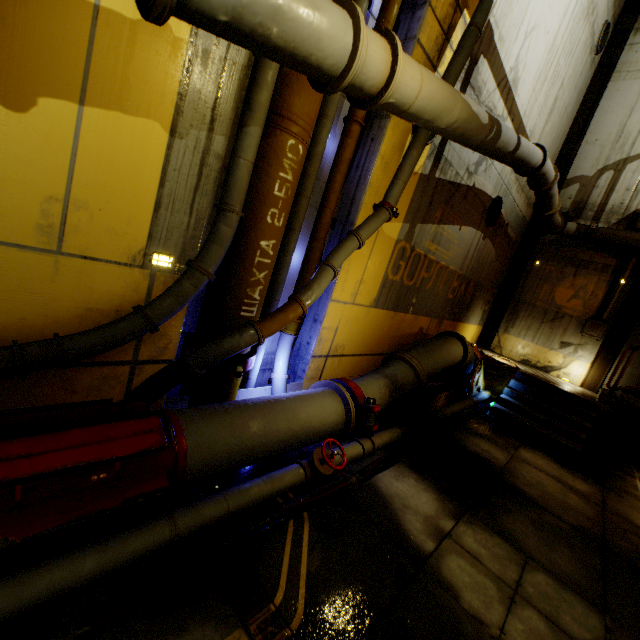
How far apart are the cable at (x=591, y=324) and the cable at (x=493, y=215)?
4.5 meters

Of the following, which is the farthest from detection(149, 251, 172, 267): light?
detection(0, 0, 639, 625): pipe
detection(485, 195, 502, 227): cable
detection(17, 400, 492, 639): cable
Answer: detection(485, 195, 502, 227): cable

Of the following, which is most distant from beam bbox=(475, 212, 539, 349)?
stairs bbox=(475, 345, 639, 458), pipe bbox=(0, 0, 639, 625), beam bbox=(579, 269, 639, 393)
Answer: beam bbox=(579, 269, 639, 393)

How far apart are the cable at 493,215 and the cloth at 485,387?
3.3m

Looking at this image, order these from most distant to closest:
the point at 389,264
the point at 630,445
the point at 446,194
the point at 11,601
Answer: the point at 630,445 < the point at 446,194 < the point at 389,264 < the point at 11,601

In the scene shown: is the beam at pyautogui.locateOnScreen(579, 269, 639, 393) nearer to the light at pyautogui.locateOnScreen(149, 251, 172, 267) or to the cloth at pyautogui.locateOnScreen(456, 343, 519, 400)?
the cloth at pyautogui.locateOnScreen(456, 343, 519, 400)

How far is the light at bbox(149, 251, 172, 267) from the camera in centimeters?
321cm

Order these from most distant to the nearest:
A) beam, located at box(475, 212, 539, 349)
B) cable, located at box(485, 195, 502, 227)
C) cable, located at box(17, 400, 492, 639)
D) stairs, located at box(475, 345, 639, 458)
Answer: beam, located at box(475, 212, 539, 349), cable, located at box(485, 195, 502, 227), stairs, located at box(475, 345, 639, 458), cable, located at box(17, 400, 492, 639)
